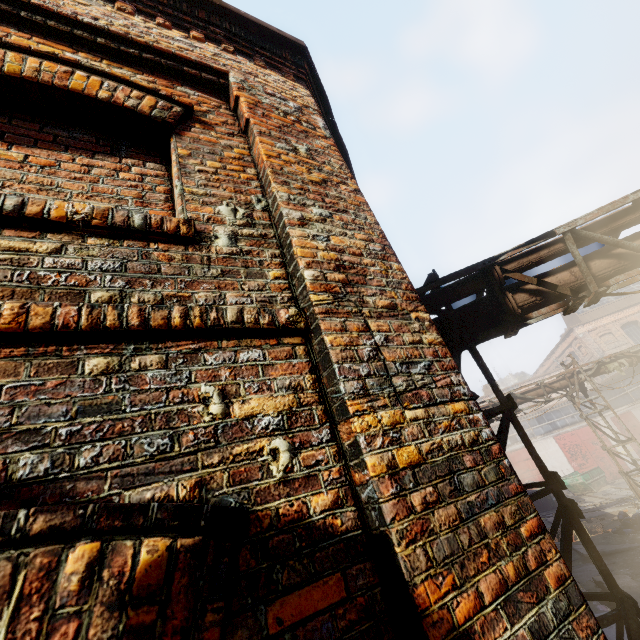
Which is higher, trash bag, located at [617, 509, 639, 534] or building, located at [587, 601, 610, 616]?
building, located at [587, 601, 610, 616]

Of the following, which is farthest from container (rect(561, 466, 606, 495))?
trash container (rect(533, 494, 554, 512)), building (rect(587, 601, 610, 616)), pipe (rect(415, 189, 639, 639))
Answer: pipe (rect(415, 189, 639, 639))

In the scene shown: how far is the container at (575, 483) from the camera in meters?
23.7 m

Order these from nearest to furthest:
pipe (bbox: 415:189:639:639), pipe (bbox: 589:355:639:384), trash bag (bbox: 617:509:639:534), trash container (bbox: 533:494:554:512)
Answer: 1. pipe (bbox: 415:189:639:639)
2. trash bag (bbox: 617:509:639:534)
3. pipe (bbox: 589:355:639:384)
4. trash container (bbox: 533:494:554:512)

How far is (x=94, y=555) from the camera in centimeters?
83cm

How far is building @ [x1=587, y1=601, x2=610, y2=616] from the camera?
6.36m

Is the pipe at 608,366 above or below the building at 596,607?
above

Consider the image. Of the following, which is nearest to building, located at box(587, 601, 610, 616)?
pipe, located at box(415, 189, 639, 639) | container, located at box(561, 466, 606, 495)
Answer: pipe, located at box(415, 189, 639, 639)
